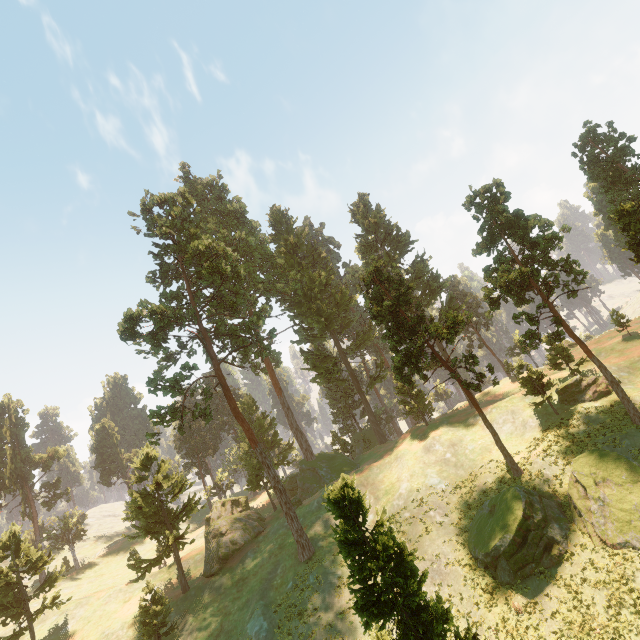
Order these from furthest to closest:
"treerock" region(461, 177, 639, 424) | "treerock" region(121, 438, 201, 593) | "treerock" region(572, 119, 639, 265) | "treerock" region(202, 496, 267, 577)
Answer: "treerock" region(202, 496, 267, 577), "treerock" region(121, 438, 201, 593), "treerock" region(461, 177, 639, 424), "treerock" region(572, 119, 639, 265)

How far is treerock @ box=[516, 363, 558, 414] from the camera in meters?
31.8

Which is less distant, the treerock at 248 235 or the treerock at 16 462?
the treerock at 248 235

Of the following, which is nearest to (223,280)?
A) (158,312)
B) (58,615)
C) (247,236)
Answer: (158,312)

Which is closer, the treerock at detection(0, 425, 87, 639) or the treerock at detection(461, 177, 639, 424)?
the treerock at detection(461, 177, 639, 424)

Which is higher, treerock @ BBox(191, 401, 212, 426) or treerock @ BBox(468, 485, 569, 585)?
treerock @ BBox(191, 401, 212, 426)

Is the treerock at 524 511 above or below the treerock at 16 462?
below
